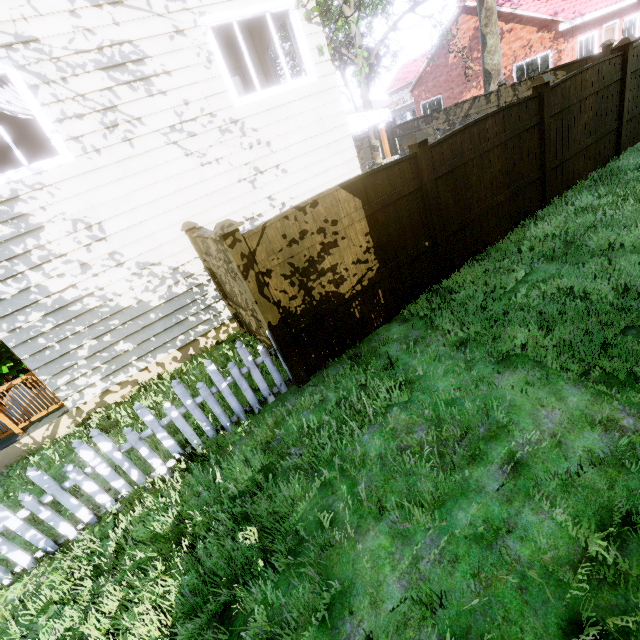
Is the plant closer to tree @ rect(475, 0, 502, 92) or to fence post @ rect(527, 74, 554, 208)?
tree @ rect(475, 0, 502, 92)

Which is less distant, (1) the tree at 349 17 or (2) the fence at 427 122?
(1) the tree at 349 17

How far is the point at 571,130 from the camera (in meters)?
6.92

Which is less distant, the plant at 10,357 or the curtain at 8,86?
the curtain at 8,86

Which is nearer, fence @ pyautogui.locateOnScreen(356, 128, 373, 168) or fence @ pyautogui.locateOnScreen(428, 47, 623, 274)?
fence @ pyautogui.locateOnScreen(428, 47, 623, 274)

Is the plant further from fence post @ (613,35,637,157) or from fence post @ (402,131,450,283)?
fence post @ (613,35,637,157)

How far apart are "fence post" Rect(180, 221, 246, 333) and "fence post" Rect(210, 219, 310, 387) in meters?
2.4 m

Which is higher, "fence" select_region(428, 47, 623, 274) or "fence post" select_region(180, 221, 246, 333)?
"fence post" select_region(180, 221, 246, 333)
